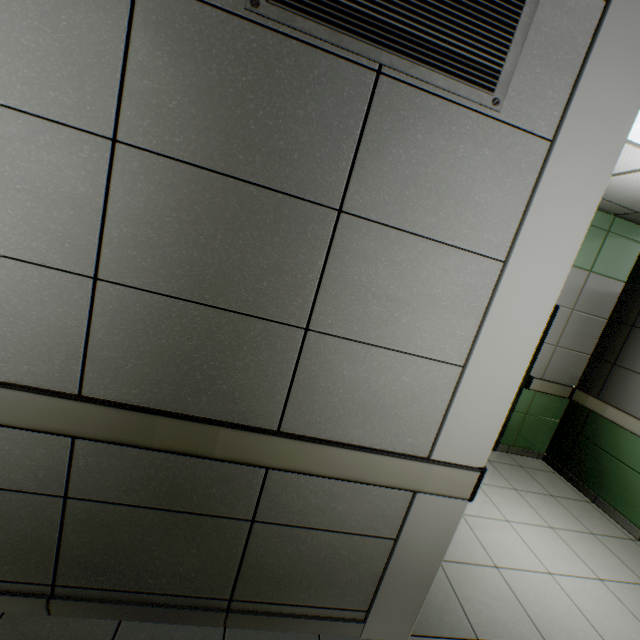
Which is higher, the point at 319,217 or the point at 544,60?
the point at 544,60
